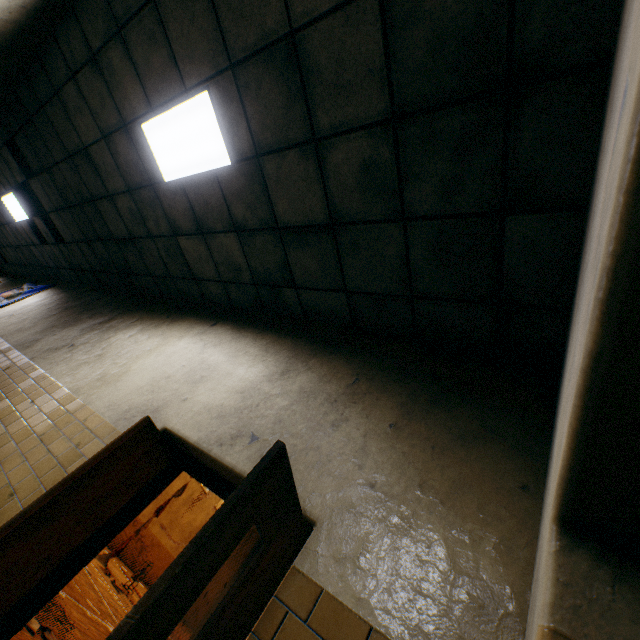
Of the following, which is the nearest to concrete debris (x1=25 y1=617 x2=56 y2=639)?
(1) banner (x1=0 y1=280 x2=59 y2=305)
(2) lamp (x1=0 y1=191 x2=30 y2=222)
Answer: (1) banner (x1=0 y1=280 x2=59 y2=305)

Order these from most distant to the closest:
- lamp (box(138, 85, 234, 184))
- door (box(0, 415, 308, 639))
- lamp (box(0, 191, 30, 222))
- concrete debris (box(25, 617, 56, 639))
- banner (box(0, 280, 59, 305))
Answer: banner (box(0, 280, 59, 305)) → lamp (box(0, 191, 30, 222)) → concrete debris (box(25, 617, 56, 639)) → lamp (box(138, 85, 234, 184)) → door (box(0, 415, 308, 639))

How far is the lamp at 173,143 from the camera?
3.0 meters

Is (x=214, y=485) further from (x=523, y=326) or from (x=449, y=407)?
(x=523, y=326)

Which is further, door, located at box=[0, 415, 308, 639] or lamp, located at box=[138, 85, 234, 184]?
lamp, located at box=[138, 85, 234, 184]

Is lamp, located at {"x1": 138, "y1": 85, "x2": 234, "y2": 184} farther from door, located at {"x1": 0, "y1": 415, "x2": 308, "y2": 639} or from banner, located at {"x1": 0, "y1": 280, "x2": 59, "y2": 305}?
banner, located at {"x1": 0, "y1": 280, "x2": 59, "y2": 305}

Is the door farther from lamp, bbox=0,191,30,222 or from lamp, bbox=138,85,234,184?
lamp, bbox=0,191,30,222

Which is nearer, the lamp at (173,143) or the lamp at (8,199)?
→ the lamp at (173,143)
